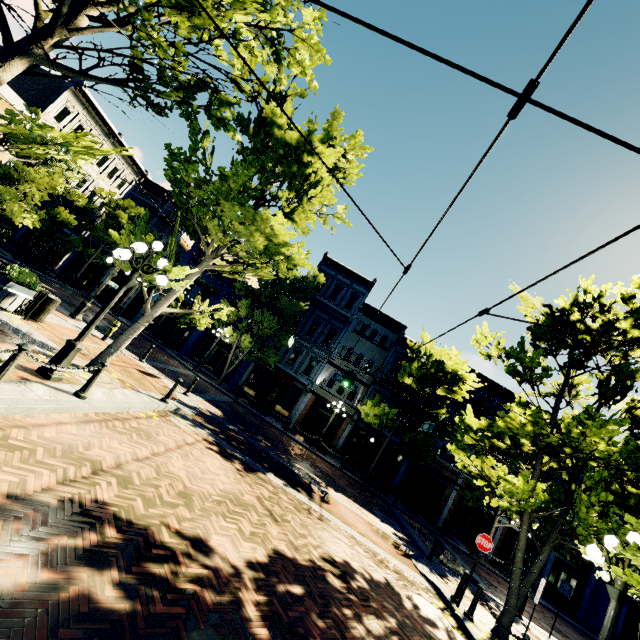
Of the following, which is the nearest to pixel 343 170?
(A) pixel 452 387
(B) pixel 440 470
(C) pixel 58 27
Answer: (C) pixel 58 27

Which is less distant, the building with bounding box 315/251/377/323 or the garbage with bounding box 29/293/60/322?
the garbage with bounding box 29/293/60/322

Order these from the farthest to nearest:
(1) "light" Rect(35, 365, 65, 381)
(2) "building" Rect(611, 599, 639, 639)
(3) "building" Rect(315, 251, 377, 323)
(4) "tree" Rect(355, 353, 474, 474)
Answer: (3) "building" Rect(315, 251, 377, 323), (2) "building" Rect(611, 599, 639, 639), (4) "tree" Rect(355, 353, 474, 474), (1) "light" Rect(35, 365, 65, 381)

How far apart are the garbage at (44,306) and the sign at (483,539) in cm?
1455

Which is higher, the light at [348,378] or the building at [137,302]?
the light at [348,378]

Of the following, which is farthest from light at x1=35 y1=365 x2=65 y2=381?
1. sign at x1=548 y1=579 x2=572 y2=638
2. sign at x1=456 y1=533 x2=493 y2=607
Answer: sign at x1=548 y1=579 x2=572 y2=638

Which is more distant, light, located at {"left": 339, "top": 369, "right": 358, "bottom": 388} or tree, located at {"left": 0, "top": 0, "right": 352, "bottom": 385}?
light, located at {"left": 339, "top": 369, "right": 358, "bottom": 388}

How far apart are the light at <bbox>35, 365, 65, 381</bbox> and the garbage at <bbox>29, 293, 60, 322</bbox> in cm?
431
